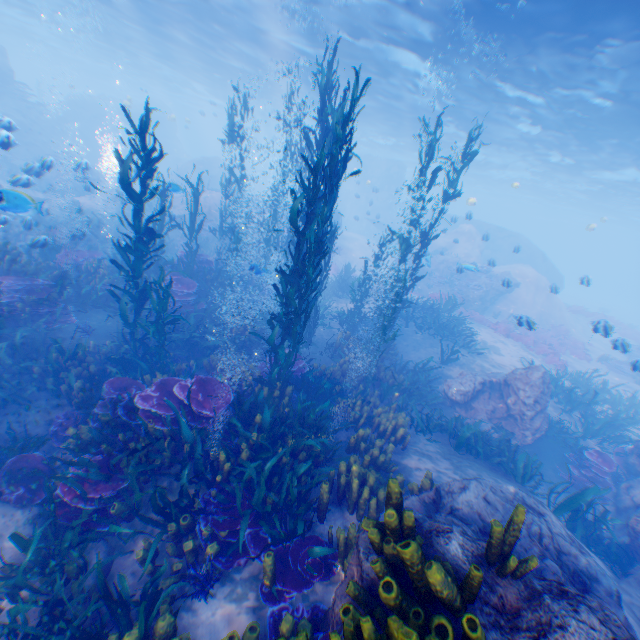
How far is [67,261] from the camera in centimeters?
1124cm

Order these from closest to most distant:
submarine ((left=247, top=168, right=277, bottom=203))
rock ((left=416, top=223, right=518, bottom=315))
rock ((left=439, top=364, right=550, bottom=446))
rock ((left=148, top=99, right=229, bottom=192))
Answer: rock ((left=439, top=364, right=550, bottom=446))
rock ((left=416, top=223, right=518, bottom=315))
rock ((left=148, top=99, right=229, bottom=192))
submarine ((left=247, top=168, right=277, bottom=203))

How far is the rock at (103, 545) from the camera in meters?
4.7 m

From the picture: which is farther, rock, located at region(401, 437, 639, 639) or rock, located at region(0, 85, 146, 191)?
rock, located at region(0, 85, 146, 191)

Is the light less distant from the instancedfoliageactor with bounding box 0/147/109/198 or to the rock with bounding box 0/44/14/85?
the rock with bounding box 0/44/14/85
